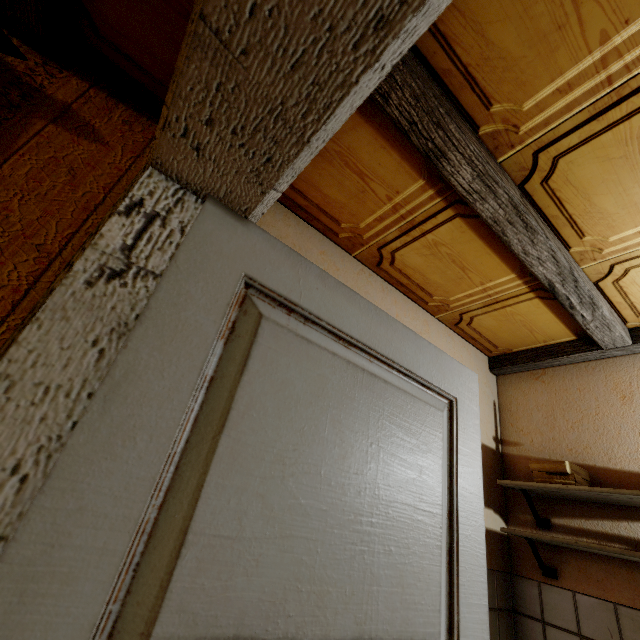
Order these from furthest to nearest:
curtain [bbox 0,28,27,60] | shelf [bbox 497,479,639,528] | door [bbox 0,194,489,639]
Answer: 1. shelf [bbox 497,479,639,528]
2. curtain [bbox 0,28,27,60]
3. door [bbox 0,194,489,639]

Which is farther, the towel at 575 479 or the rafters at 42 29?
the towel at 575 479

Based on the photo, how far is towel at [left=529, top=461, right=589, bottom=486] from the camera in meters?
1.8

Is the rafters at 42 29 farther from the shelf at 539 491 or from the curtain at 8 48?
the shelf at 539 491

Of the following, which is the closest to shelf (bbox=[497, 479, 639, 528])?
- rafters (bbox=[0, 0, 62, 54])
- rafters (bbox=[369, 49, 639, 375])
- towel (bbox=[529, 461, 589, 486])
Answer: towel (bbox=[529, 461, 589, 486])

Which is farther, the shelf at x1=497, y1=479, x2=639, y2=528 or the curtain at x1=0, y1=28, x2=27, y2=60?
the shelf at x1=497, y1=479, x2=639, y2=528

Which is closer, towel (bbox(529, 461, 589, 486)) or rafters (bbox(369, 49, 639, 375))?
rafters (bbox(369, 49, 639, 375))

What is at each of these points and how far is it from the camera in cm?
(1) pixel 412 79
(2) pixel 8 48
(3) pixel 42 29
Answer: (1) rafters, 105
(2) curtain, 99
(3) rafters, 114
